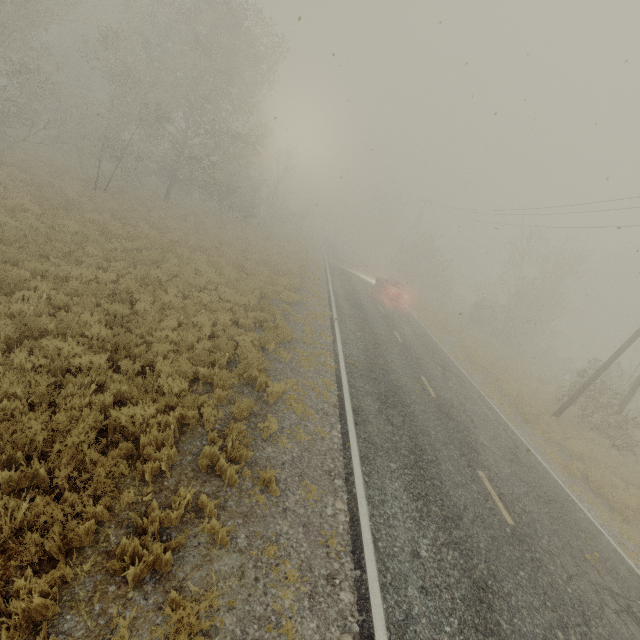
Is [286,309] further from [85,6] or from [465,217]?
[85,6]

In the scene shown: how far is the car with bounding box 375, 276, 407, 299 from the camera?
26.6m

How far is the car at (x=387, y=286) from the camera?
26.6 meters
